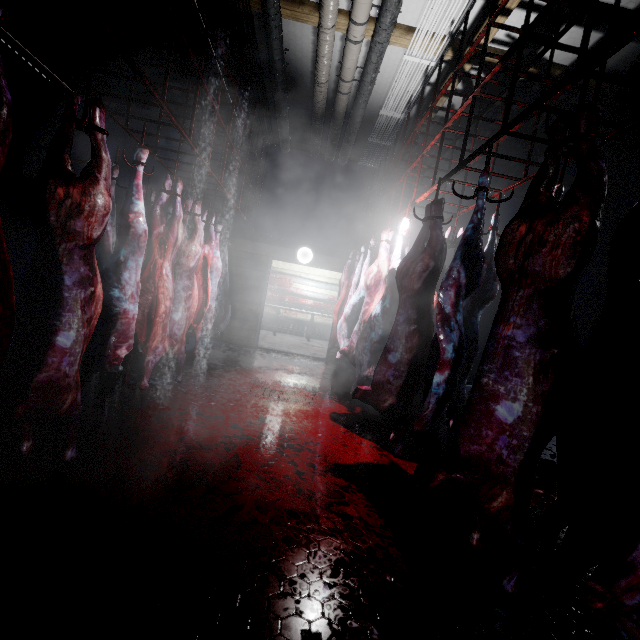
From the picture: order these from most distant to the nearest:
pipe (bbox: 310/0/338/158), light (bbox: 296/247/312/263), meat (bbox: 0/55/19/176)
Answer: light (bbox: 296/247/312/263) < pipe (bbox: 310/0/338/158) < meat (bbox: 0/55/19/176)

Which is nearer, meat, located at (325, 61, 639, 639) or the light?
meat, located at (325, 61, 639, 639)

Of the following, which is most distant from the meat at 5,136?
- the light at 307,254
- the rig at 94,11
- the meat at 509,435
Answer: the light at 307,254

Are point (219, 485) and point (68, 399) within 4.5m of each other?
yes

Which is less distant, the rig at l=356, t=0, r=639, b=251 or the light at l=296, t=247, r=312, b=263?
the rig at l=356, t=0, r=639, b=251

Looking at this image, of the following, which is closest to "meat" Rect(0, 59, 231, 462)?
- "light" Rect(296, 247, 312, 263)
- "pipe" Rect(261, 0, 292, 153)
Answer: "pipe" Rect(261, 0, 292, 153)

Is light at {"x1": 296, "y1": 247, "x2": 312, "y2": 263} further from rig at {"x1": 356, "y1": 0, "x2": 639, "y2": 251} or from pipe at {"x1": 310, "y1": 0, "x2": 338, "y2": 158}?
pipe at {"x1": 310, "y1": 0, "x2": 338, "y2": 158}

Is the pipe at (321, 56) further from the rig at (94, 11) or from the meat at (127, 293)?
the meat at (127, 293)
